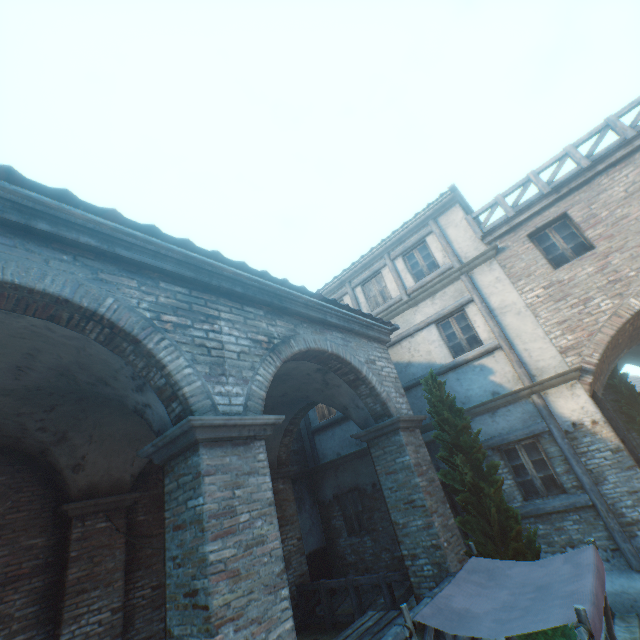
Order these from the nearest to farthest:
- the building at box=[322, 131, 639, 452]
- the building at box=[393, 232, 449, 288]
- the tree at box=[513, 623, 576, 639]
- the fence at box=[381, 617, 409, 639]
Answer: the fence at box=[381, 617, 409, 639], the tree at box=[513, 623, 576, 639], the building at box=[322, 131, 639, 452], the building at box=[393, 232, 449, 288]

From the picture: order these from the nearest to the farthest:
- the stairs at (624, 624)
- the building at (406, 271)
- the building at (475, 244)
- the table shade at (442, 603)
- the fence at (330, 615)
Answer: the table shade at (442, 603), the stairs at (624, 624), the fence at (330, 615), the building at (475, 244), the building at (406, 271)

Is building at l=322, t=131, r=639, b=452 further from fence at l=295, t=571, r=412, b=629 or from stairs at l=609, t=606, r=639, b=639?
stairs at l=609, t=606, r=639, b=639

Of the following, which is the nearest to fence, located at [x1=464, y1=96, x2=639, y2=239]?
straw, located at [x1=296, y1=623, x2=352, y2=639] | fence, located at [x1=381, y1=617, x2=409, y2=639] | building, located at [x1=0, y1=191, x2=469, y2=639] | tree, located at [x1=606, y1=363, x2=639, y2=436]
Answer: tree, located at [x1=606, y1=363, x2=639, y2=436]

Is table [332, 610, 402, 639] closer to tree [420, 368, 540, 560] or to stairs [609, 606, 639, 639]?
tree [420, 368, 540, 560]

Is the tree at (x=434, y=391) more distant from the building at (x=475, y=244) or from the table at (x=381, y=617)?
the table at (x=381, y=617)

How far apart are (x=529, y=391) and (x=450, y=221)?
5.97m

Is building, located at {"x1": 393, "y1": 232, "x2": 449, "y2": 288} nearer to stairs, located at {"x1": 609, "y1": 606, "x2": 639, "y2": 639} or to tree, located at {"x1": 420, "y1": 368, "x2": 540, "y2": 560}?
tree, located at {"x1": 420, "y1": 368, "x2": 540, "y2": 560}
